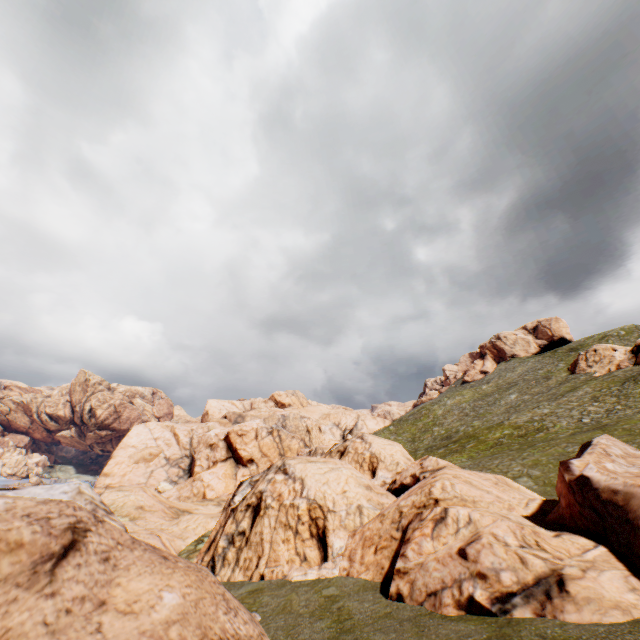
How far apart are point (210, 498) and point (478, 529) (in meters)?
41.01
